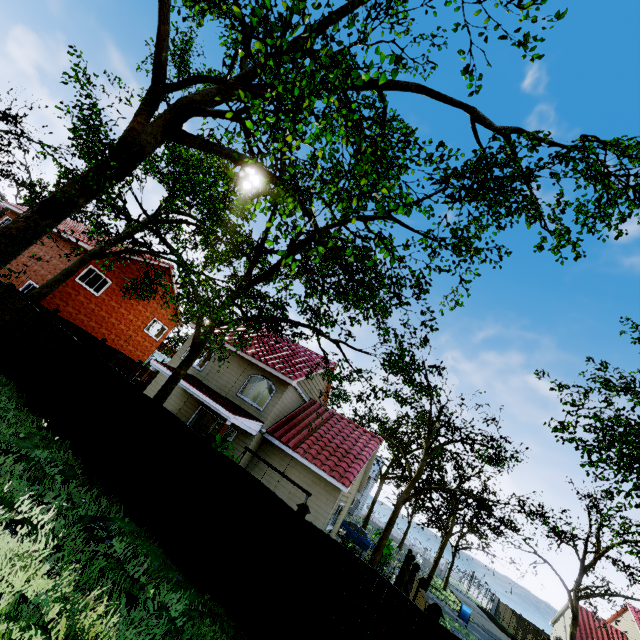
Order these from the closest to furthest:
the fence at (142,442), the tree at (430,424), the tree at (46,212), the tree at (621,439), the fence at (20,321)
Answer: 1. the tree at (46,212)
2. the fence at (142,442)
3. the tree at (621,439)
4. the fence at (20,321)
5. the tree at (430,424)

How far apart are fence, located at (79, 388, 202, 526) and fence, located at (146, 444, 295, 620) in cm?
13

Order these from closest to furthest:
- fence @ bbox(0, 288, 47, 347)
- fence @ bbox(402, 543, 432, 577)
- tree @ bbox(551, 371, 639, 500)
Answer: tree @ bbox(551, 371, 639, 500)
fence @ bbox(0, 288, 47, 347)
fence @ bbox(402, 543, 432, 577)

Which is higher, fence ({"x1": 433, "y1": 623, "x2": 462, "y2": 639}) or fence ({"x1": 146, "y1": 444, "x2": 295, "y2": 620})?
fence ({"x1": 433, "y1": 623, "x2": 462, "y2": 639})

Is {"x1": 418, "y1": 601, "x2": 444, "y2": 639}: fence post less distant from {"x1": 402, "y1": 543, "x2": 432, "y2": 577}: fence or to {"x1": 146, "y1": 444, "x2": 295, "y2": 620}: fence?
{"x1": 402, "y1": 543, "x2": 432, "y2": 577}: fence

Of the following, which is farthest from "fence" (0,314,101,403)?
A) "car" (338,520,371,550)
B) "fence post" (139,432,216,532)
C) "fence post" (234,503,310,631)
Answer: "car" (338,520,371,550)

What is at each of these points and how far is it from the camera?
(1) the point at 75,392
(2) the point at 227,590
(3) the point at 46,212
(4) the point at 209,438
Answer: (1) fence, 10.04m
(2) fence, 6.63m
(3) tree, 8.91m
(4) fence post, 8.26m

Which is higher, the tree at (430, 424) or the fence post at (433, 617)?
the tree at (430, 424)
